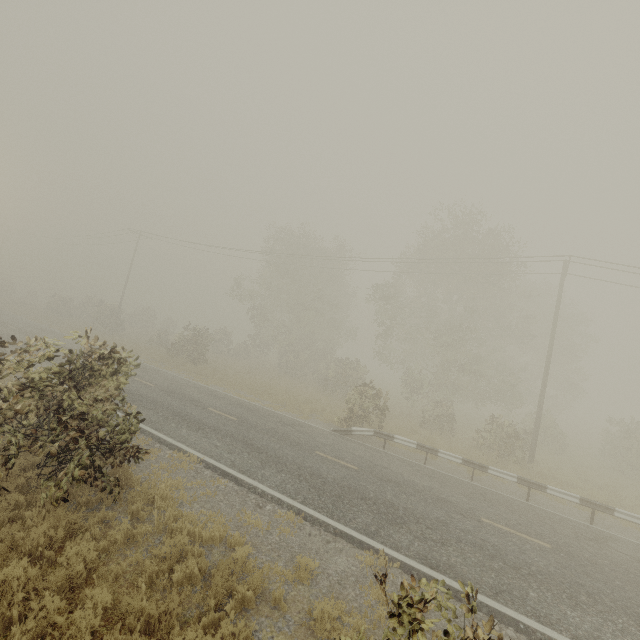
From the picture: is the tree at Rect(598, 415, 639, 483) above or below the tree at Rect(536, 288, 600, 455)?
below

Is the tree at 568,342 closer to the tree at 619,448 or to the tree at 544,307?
the tree at 619,448

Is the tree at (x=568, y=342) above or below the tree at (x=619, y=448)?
above

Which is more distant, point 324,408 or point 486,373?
point 486,373

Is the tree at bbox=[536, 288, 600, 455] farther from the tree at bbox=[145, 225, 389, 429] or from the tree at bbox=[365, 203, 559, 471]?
the tree at bbox=[365, 203, 559, 471]

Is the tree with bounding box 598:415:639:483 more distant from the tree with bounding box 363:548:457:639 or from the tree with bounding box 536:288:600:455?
the tree with bounding box 536:288:600:455

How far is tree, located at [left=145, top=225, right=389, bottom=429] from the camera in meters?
25.3 m

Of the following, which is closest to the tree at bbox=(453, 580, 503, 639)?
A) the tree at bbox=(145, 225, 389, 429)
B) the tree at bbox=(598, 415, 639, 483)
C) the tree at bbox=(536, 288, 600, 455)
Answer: the tree at bbox=(598, 415, 639, 483)
